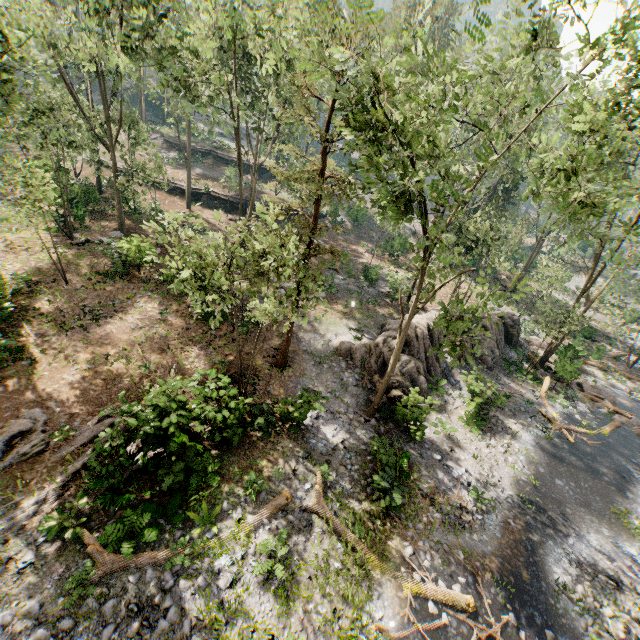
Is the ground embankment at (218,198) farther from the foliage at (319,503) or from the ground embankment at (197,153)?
the ground embankment at (197,153)

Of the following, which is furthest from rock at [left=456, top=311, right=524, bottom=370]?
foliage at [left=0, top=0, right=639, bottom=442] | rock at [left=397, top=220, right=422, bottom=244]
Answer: rock at [left=397, top=220, right=422, bottom=244]

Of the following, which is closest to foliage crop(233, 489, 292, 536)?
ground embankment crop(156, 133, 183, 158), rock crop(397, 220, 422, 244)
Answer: rock crop(397, 220, 422, 244)

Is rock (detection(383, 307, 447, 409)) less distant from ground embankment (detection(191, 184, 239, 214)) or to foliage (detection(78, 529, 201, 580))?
foliage (detection(78, 529, 201, 580))

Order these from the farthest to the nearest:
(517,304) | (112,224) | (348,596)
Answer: (517,304) < (112,224) < (348,596)

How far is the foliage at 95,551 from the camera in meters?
9.2

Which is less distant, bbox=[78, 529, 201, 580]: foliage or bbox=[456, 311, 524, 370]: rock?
bbox=[78, 529, 201, 580]: foliage

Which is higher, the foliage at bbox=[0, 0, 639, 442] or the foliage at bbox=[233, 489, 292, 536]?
the foliage at bbox=[0, 0, 639, 442]
